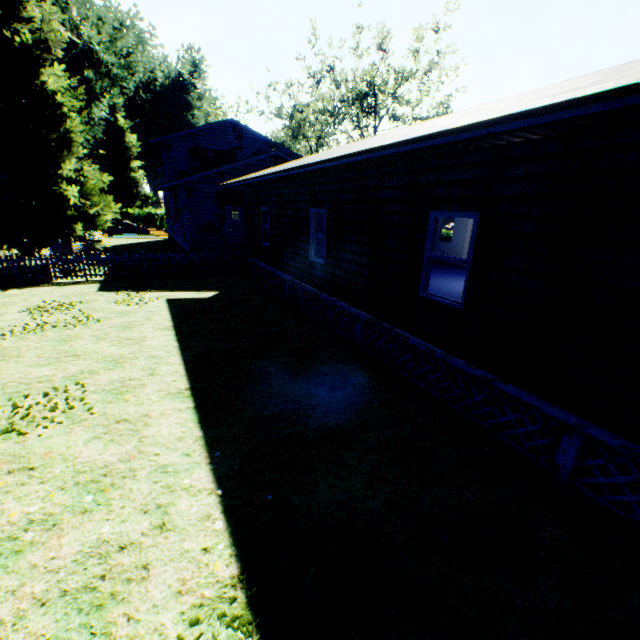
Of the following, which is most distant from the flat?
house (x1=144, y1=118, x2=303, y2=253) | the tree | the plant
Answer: the tree

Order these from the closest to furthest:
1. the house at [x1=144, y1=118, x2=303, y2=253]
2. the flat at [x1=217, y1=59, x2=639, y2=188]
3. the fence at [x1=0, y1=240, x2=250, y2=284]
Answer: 1. the flat at [x1=217, y1=59, x2=639, y2=188]
2. the fence at [x1=0, y1=240, x2=250, y2=284]
3. the house at [x1=144, y1=118, x2=303, y2=253]

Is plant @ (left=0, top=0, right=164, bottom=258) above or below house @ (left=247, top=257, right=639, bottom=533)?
above

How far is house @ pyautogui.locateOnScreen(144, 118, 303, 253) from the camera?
17.8 meters

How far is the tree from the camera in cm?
3266

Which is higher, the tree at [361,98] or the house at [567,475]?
the tree at [361,98]

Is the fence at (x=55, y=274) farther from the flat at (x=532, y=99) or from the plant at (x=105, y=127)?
the flat at (x=532, y=99)

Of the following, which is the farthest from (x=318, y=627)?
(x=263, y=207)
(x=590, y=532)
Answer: (x=263, y=207)
